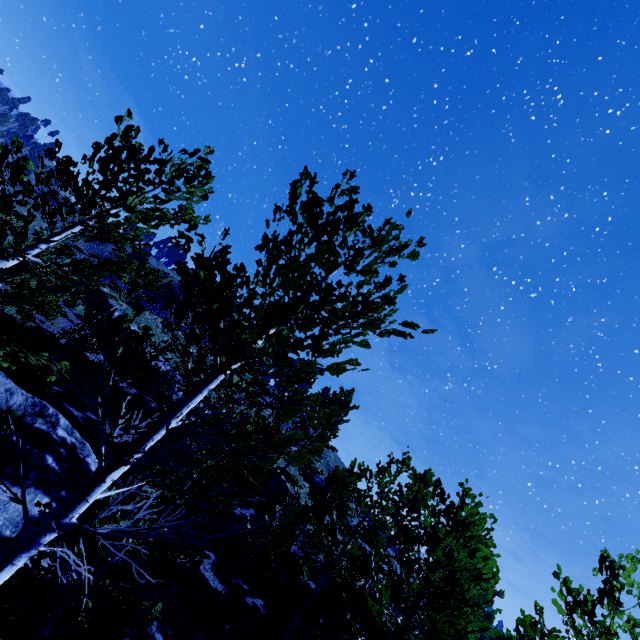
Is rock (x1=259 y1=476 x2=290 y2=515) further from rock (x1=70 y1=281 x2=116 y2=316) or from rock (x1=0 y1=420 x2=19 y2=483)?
rock (x1=70 y1=281 x2=116 y2=316)

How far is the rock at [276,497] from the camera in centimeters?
2125cm

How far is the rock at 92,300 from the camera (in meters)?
22.72

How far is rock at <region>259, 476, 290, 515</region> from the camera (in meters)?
21.25

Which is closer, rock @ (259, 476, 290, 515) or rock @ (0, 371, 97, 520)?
rock @ (0, 371, 97, 520)

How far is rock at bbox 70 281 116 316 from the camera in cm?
2272

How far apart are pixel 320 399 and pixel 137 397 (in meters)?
19.76

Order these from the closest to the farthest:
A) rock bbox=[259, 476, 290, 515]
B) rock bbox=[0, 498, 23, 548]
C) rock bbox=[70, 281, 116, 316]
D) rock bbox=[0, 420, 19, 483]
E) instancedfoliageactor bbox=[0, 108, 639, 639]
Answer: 1. instancedfoliageactor bbox=[0, 108, 639, 639]
2. rock bbox=[0, 498, 23, 548]
3. rock bbox=[0, 420, 19, 483]
4. rock bbox=[259, 476, 290, 515]
5. rock bbox=[70, 281, 116, 316]
